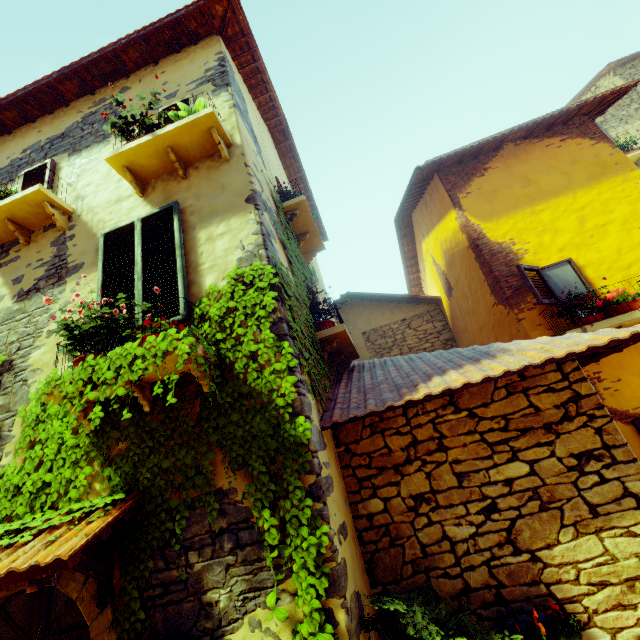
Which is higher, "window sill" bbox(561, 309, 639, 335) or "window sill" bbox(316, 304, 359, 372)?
"window sill" bbox(316, 304, 359, 372)

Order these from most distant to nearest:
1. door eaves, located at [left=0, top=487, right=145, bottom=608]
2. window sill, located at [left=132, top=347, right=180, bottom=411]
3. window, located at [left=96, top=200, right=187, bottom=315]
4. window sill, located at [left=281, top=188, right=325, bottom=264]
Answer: window sill, located at [left=281, top=188, right=325, bottom=264] < window, located at [left=96, top=200, right=187, bottom=315] < window sill, located at [left=132, top=347, right=180, bottom=411] < door eaves, located at [left=0, top=487, right=145, bottom=608]

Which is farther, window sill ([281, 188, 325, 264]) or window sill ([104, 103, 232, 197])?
window sill ([281, 188, 325, 264])

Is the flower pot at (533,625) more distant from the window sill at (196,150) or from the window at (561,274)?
the window sill at (196,150)

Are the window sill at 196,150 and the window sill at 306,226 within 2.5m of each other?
yes

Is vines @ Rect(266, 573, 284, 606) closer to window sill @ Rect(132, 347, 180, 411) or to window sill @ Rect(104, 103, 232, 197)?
window sill @ Rect(132, 347, 180, 411)

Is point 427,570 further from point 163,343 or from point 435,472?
point 163,343

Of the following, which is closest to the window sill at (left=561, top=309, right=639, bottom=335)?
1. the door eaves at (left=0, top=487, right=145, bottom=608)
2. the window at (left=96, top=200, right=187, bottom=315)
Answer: the window at (left=96, top=200, right=187, bottom=315)
